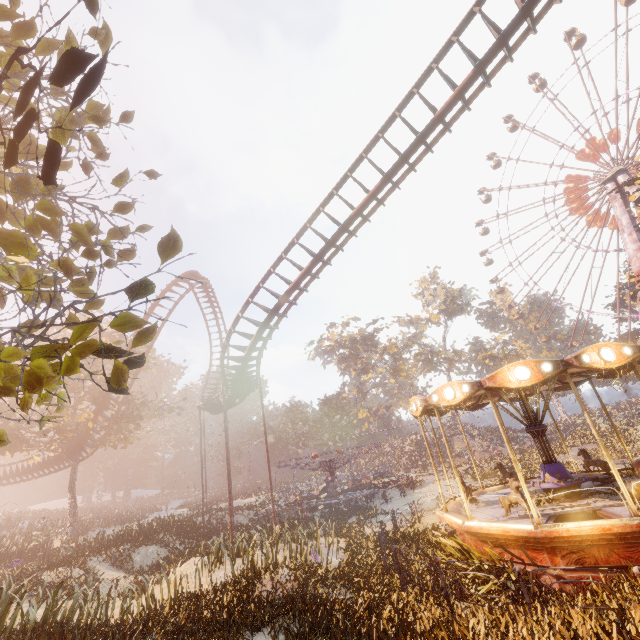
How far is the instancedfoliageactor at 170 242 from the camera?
1.8m

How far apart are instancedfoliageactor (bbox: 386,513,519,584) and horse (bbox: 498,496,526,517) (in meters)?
1.10

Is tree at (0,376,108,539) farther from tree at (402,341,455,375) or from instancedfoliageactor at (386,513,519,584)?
tree at (402,341,455,375)

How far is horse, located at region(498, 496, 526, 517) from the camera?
8.77m

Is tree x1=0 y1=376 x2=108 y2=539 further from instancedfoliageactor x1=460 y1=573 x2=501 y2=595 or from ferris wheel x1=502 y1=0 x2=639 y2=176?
ferris wheel x1=502 y1=0 x2=639 y2=176

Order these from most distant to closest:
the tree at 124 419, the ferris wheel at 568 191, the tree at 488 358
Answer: the tree at 488 358 → the ferris wheel at 568 191 → the tree at 124 419

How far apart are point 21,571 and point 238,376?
12.0 meters

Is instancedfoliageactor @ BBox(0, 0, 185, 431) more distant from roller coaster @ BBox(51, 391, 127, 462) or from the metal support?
the metal support
